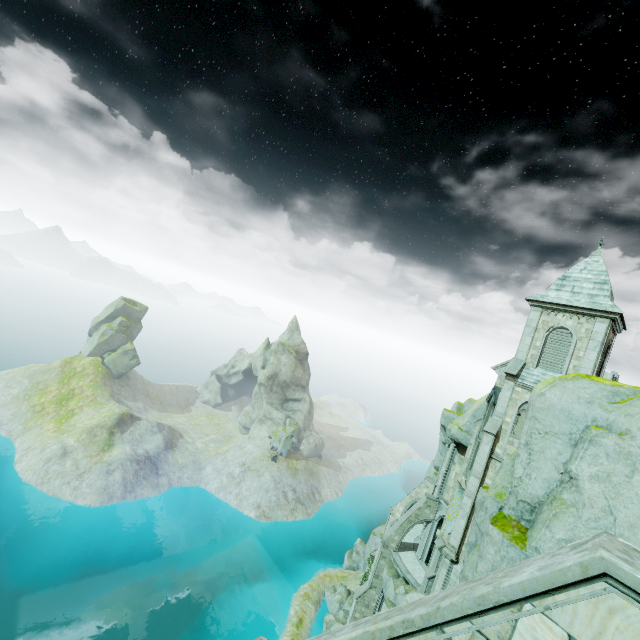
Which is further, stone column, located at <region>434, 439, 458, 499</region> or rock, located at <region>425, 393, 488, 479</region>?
stone column, located at <region>434, 439, 458, 499</region>

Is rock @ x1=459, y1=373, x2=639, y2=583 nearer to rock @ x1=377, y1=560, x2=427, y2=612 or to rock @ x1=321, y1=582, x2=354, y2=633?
rock @ x1=377, y1=560, x2=427, y2=612

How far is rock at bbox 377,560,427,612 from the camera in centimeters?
2620cm

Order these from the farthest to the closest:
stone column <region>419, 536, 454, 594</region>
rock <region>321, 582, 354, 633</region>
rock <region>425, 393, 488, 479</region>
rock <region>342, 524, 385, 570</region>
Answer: rock <region>342, 524, 385, 570</region>
rock <region>321, 582, 354, 633</region>
rock <region>425, 393, 488, 479</region>
stone column <region>419, 536, 454, 594</region>

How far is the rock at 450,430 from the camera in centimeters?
3100cm

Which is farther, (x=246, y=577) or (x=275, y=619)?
(x=246, y=577)

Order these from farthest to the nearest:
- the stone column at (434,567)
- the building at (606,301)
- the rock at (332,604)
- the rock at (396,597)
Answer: the rock at (332,604) < the rock at (396,597) < the stone column at (434,567) < the building at (606,301)

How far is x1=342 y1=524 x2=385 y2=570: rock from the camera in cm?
4806
